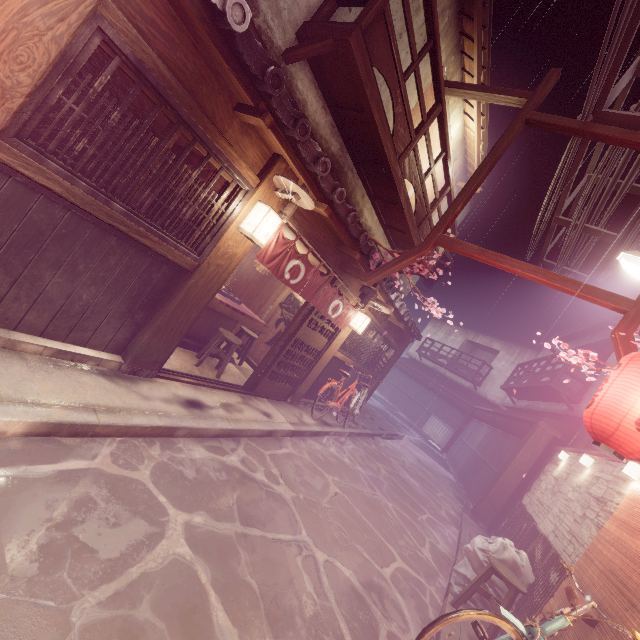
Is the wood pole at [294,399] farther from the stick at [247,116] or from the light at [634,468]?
the light at [634,468]

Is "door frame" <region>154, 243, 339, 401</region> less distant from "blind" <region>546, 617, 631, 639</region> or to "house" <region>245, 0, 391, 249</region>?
"house" <region>245, 0, 391, 249</region>

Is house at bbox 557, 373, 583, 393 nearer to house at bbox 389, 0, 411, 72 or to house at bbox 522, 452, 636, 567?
house at bbox 522, 452, 636, 567

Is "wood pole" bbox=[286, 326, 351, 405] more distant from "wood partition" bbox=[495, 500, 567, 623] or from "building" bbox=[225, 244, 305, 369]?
"wood partition" bbox=[495, 500, 567, 623]

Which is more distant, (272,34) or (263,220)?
(272,34)

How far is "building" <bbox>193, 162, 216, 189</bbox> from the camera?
8.20m

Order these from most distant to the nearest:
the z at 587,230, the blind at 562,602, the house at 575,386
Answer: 1. the house at 575,386
2. the z at 587,230
3. the blind at 562,602

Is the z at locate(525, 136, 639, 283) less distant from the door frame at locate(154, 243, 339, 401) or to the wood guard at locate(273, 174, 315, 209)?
the wood guard at locate(273, 174, 315, 209)
